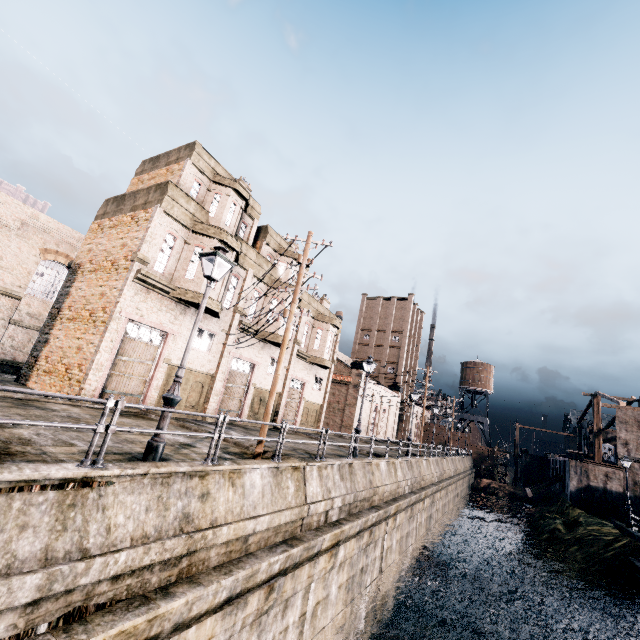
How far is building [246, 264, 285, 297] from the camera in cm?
2441

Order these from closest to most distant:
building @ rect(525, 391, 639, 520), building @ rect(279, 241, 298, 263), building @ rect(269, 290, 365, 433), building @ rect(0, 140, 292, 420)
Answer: building @ rect(0, 140, 292, 420), building @ rect(279, 241, 298, 263), building @ rect(269, 290, 365, 433), building @ rect(525, 391, 639, 520)

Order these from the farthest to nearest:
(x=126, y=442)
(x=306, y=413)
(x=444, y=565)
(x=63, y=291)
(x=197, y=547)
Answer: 1. (x=306, y=413)
2. (x=444, y=565)
3. (x=63, y=291)
4. (x=126, y=442)
5. (x=197, y=547)

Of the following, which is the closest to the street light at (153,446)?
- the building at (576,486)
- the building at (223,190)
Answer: the building at (223,190)

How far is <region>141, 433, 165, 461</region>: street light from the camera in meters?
7.5 m

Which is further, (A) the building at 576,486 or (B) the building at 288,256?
(A) the building at 576,486

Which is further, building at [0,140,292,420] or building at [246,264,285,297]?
building at [246,264,285,297]

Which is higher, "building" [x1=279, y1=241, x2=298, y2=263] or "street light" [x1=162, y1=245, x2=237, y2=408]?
"building" [x1=279, y1=241, x2=298, y2=263]
